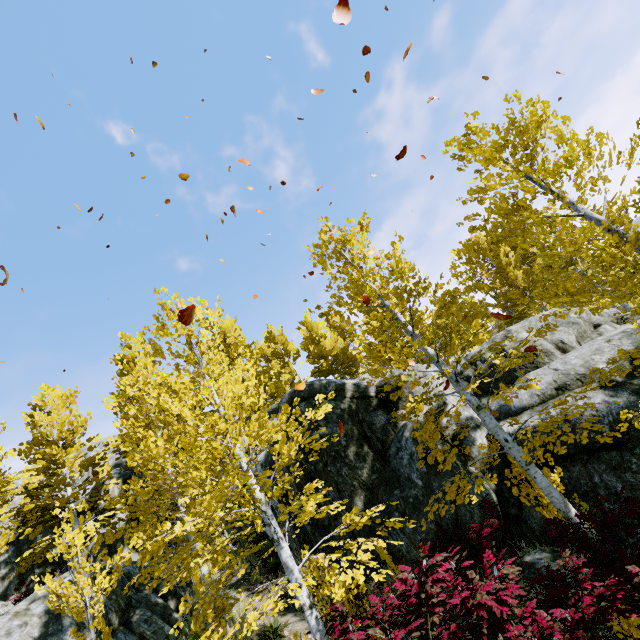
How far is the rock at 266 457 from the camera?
12.2m

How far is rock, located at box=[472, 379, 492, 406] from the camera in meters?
10.8

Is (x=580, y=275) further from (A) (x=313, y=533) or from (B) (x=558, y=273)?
(A) (x=313, y=533)

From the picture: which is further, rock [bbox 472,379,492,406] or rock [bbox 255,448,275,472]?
rock [bbox 255,448,275,472]

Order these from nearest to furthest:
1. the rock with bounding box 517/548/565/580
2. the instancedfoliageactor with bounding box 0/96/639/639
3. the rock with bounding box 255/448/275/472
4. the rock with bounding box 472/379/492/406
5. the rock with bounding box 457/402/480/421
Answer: the instancedfoliageactor with bounding box 0/96/639/639
the rock with bounding box 517/548/565/580
the rock with bounding box 457/402/480/421
the rock with bounding box 472/379/492/406
the rock with bounding box 255/448/275/472

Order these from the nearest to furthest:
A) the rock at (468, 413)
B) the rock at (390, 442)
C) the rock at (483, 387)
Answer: the rock at (390, 442) → the rock at (468, 413) → the rock at (483, 387)
